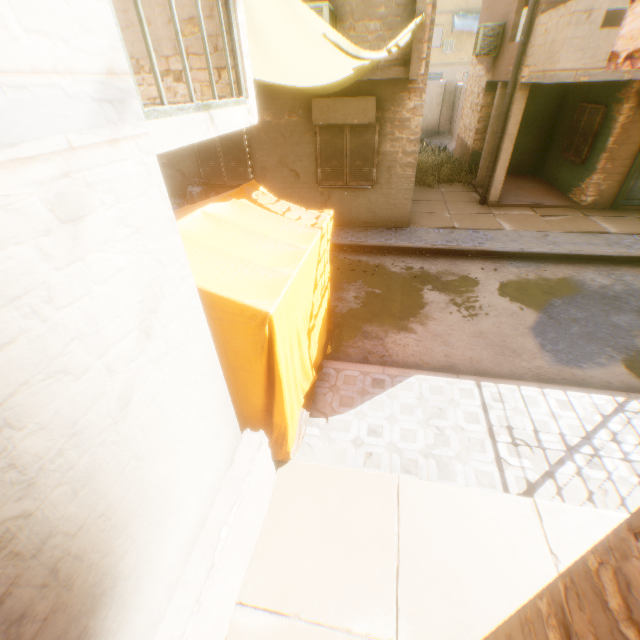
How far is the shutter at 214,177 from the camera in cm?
920

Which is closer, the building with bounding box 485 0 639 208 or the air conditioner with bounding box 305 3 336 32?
the air conditioner with bounding box 305 3 336 32

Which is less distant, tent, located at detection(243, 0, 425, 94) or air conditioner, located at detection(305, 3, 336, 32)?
tent, located at detection(243, 0, 425, 94)

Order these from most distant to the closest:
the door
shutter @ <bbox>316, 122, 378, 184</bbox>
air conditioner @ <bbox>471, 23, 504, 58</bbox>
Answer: air conditioner @ <bbox>471, 23, 504, 58</bbox>, the door, shutter @ <bbox>316, 122, 378, 184</bbox>

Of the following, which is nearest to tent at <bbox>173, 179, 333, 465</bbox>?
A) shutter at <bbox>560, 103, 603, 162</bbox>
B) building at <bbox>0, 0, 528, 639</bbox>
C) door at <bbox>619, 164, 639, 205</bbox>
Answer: building at <bbox>0, 0, 528, 639</bbox>

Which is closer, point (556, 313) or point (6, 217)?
point (6, 217)

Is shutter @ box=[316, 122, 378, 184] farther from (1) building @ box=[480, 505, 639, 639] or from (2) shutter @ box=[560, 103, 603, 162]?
(2) shutter @ box=[560, 103, 603, 162]

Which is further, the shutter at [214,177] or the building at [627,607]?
the shutter at [214,177]
